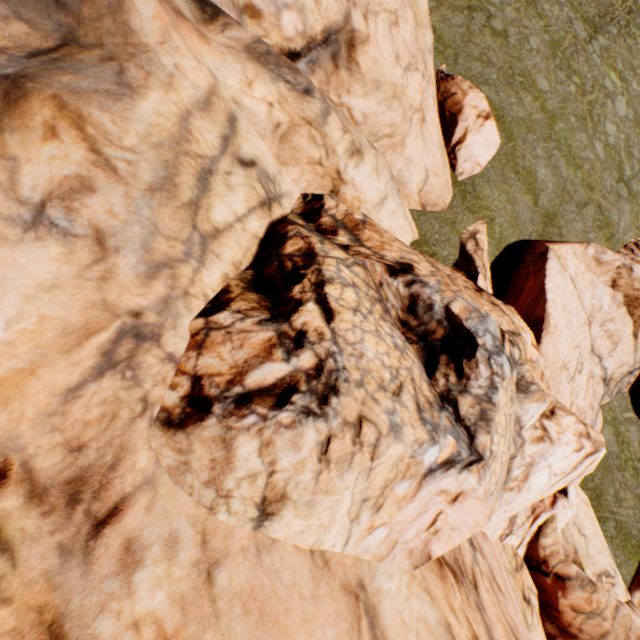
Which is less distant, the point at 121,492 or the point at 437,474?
the point at 121,492
